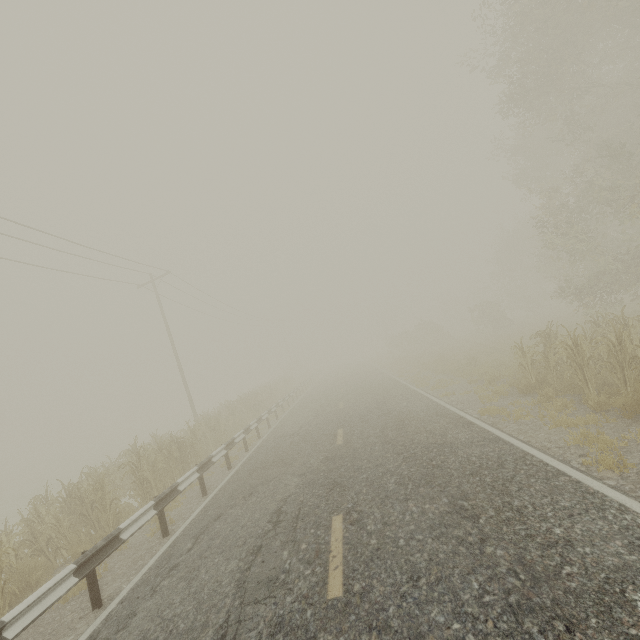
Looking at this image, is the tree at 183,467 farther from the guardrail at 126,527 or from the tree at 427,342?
the tree at 427,342

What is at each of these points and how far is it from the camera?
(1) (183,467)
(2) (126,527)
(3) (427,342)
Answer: (1) tree, 11.8m
(2) guardrail, 5.9m
(3) tree, 38.0m

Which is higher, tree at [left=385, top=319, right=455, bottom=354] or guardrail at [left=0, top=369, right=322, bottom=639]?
tree at [left=385, top=319, right=455, bottom=354]

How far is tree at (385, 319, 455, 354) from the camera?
35.9 meters

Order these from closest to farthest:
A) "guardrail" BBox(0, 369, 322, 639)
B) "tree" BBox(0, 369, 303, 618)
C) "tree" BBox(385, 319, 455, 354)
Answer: "guardrail" BBox(0, 369, 322, 639) < "tree" BBox(0, 369, 303, 618) < "tree" BBox(385, 319, 455, 354)

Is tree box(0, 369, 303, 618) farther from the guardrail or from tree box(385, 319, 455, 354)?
tree box(385, 319, 455, 354)

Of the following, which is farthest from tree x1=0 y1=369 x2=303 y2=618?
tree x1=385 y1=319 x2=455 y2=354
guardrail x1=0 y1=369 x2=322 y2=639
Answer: tree x1=385 y1=319 x2=455 y2=354

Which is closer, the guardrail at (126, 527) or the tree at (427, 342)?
the guardrail at (126, 527)
